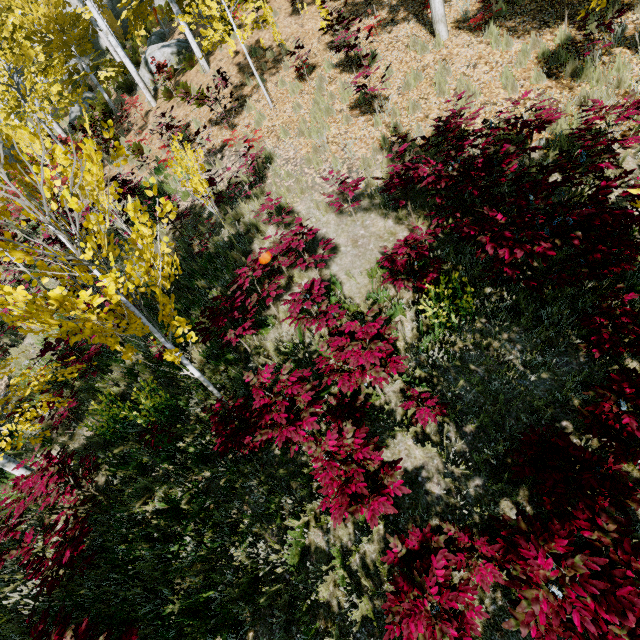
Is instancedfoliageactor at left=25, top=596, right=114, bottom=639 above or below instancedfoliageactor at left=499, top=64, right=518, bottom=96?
below

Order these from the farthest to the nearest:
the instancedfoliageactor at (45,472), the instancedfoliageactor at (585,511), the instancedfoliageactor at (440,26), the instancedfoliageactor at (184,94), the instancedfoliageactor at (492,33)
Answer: the instancedfoliageactor at (184,94) < the instancedfoliageactor at (440,26) < the instancedfoliageactor at (492,33) < the instancedfoliageactor at (45,472) < the instancedfoliageactor at (585,511)

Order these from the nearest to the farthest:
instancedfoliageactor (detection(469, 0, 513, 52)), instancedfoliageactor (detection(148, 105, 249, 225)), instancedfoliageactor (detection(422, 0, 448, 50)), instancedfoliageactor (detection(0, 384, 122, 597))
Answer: instancedfoliageactor (detection(0, 384, 122, 597)), instancedfoliageactor (detection(148, 105, 249, 225)), instancedfoliageactor (detection(469, 0, 513, 52)), instancedfoliageactor (detection(422, 0, 448, 50))

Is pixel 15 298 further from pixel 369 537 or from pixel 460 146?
pixel 460 146

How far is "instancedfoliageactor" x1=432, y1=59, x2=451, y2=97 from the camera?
7.28m

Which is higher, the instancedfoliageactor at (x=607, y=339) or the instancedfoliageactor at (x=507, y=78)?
the instancedfoliageactor at (x=507, y=78)

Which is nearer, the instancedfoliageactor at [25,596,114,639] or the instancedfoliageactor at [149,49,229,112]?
the instancedfoliageactor at [25,596,114,639]
